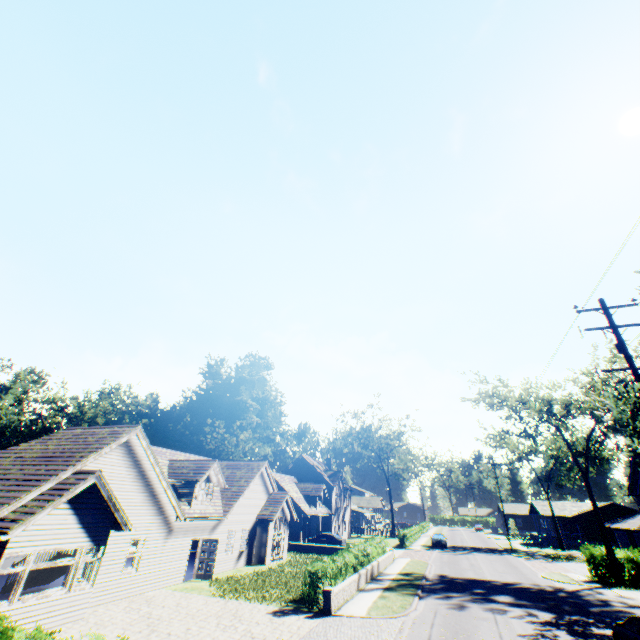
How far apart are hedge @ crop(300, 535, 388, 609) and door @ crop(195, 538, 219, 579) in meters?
7.5 m

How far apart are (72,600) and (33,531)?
3.57m

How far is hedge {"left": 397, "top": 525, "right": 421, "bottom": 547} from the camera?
41.4 meters

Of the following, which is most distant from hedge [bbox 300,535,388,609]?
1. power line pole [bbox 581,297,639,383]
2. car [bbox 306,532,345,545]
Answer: car [bbox 306,532,345,545]

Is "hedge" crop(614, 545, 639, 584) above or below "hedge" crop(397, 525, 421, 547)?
above

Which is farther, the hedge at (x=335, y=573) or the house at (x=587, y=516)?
the house at (x=587, y=516)

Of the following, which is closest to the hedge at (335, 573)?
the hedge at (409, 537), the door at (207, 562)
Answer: the door at (207, 562)

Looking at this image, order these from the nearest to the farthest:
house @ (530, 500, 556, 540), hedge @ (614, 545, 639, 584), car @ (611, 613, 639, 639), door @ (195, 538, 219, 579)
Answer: car @ (611, 613, 639, 639)
door @ (195, 538, 219, 579)
hedge @ (614, 545, 639, 584)
house @ (530, 500, 556, 540)
